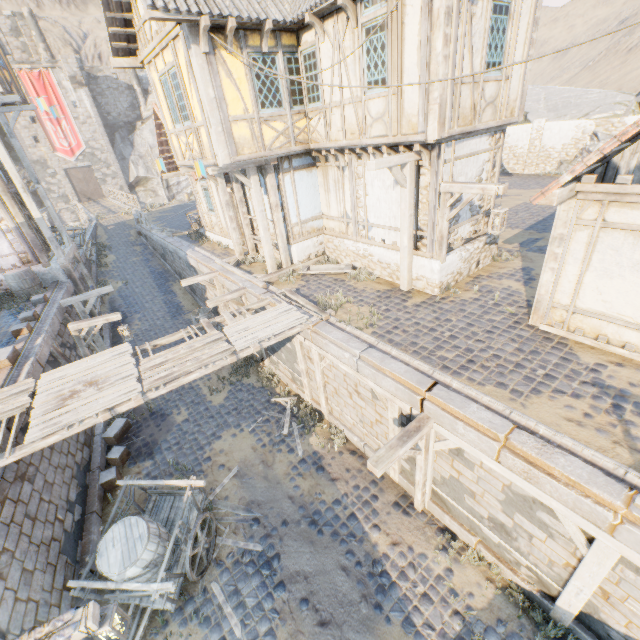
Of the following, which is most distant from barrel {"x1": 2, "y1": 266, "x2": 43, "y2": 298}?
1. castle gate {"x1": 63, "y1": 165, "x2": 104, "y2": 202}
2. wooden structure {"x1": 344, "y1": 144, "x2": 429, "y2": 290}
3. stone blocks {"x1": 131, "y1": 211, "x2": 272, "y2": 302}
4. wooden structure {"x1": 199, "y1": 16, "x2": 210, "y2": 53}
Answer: castle gate {"x1": 63, "y1": 165, "x2": 104, "y2": 202}

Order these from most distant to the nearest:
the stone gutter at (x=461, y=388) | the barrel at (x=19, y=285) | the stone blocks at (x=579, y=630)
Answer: the barrel at (x=19, y=285), the stone blocks at (x=579, y=630), the stone gutter at (x=461, y=388)

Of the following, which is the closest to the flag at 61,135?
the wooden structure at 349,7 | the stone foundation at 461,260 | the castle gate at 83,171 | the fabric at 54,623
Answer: the castle gate at 83,171

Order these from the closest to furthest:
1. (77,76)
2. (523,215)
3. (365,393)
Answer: (365,393)
(523,215)
(77,76)

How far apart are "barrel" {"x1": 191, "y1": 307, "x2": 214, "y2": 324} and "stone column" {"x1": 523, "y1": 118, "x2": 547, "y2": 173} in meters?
23.0 m

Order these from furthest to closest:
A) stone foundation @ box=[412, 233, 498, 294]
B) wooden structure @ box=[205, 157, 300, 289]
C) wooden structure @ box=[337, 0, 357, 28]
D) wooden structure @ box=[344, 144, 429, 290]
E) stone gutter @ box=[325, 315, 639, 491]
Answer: wooden structure @ box=[205, 157, 300, 289]
stone foundation @ box=[412, 233, 498, 294]
wooden structure @ box=[344, 144, 429, 290]
wooden structure @ box=[337, 0, 357, 28]
stone gutter @ box=[325, 315, 639, 491]

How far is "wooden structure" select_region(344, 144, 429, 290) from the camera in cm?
760

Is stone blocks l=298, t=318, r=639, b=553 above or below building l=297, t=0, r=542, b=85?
below
